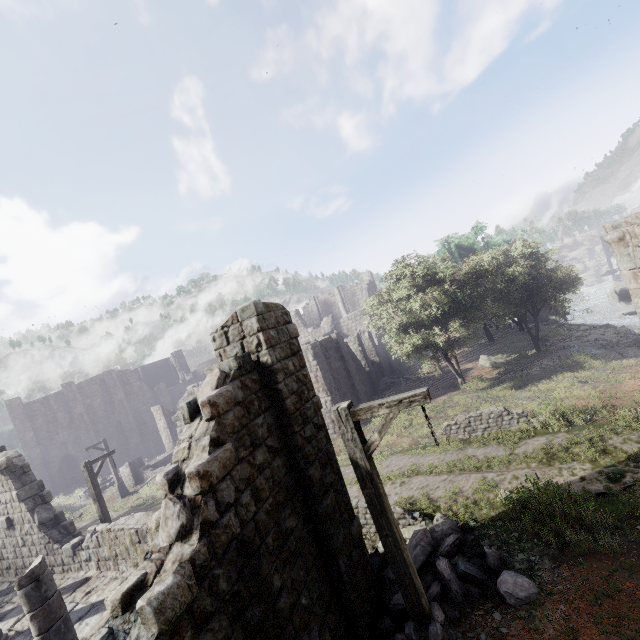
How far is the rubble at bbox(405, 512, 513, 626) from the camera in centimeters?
642cm

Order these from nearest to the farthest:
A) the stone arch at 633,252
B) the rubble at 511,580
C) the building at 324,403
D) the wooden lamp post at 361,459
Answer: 1. the building at 324,403
2. the wooden lamp post at 361,459
3. the rubble at 511,580
4. the stone arch at 633,252

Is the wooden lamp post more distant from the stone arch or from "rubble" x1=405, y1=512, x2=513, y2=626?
the stone arch

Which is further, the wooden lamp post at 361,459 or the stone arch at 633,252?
the stone arch at 633,252

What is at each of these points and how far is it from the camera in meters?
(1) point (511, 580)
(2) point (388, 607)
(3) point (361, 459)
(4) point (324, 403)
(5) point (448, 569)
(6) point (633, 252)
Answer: (1) rubble, 6.3
(2) rubble, 6.9
(3) wooden lamp post, 5.0
(4) building, 19.6
(5) rubble, 6.8
(6) stone arch, 9.4

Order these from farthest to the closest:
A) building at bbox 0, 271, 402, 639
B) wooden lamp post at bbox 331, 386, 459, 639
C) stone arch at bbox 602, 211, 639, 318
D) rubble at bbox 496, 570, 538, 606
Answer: stone arch at bbox 602, 211, 639, 318 → rubble at bbox 496, 570, 538, 606 → wooden lamp post at bbox 331, 386, 459, 639 → building at bbox 0, 271, 402, 639

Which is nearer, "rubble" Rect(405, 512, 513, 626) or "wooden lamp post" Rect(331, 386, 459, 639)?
"wooden lamp post" Rect(331, 386, 459, 639)

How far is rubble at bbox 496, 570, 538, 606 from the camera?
6.0 meters
